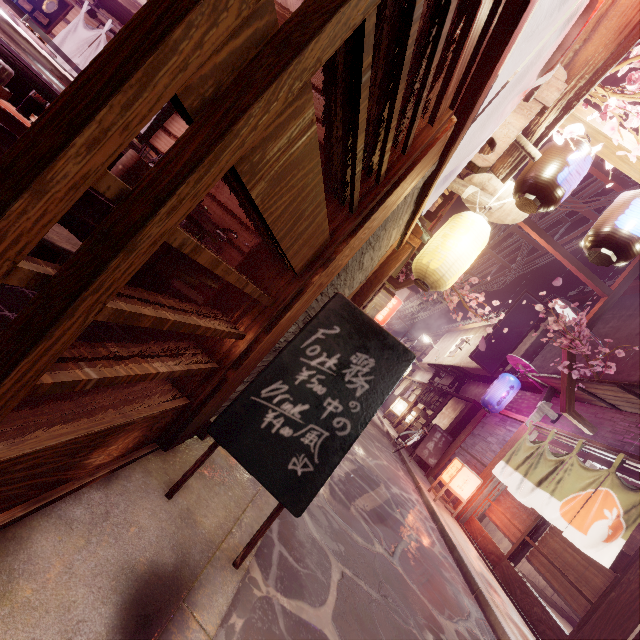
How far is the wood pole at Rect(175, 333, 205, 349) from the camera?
3.75m

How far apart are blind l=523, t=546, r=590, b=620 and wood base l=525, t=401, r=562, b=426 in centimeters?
407cm

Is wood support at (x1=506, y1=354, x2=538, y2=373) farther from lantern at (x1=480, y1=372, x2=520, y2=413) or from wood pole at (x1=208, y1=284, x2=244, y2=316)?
wood pole at (x1=208, y1=284, x2=244, y2=316)

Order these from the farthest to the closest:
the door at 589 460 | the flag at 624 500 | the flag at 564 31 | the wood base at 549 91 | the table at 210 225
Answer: the door at 589 460 → the flag at 624 500 → the table at 210 225 → the wood base at 549 91 → the flag at 564 31

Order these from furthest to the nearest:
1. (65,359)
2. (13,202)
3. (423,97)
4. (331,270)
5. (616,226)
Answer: (616,226) < (331,270) < (423,97) < (65,359) < (13,202)

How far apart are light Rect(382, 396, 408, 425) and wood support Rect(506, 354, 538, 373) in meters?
15.4 m

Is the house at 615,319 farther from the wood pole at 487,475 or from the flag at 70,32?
the flag at 70,32

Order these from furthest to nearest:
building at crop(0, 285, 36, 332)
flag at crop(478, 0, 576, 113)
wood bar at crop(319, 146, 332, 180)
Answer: wood bar at crop(319, 146, 332, 180)
building at crop(0, 285, 36, 332)
flag at crop(478, 0, 576, 113)
